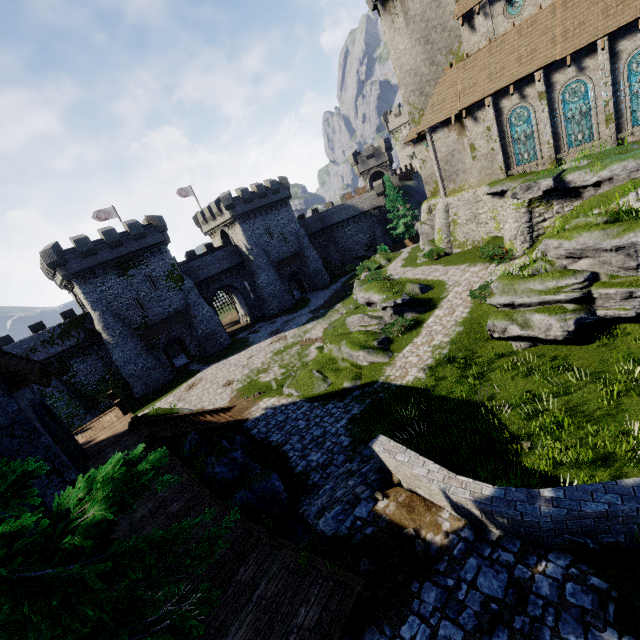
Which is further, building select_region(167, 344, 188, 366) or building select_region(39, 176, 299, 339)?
building select_region(167, 344, 188, 366)

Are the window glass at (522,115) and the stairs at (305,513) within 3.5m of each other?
no

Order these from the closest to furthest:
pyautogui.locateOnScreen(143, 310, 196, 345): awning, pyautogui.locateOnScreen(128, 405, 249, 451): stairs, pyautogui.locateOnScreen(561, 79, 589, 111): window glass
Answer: pyautogui.locateOnScreen(128, 405, 249, 451): stairs, pyautogui.locateOnScreen(561, 79, 589, 111): window glass, pyautogui.locateOnScreen(143, 310, 196, 345): awning

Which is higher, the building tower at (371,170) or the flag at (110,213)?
the flag at (110,213)

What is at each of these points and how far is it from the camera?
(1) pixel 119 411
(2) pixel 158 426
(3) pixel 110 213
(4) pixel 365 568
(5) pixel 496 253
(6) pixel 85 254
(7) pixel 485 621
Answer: (1) walkway, 19.9m
(2) stairs, 16.3m
(3) flag, 41.2m
(4) instancedfoliageactor, 5.9m
(5) bush, 20.8m
(6) building, 31.5m
(7) instancedfoliageactor, 4.7m

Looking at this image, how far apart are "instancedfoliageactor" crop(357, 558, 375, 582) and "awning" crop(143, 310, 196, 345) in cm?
3438

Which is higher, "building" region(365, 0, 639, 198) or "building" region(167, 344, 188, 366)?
"building" region(365, 0, 639, 198)

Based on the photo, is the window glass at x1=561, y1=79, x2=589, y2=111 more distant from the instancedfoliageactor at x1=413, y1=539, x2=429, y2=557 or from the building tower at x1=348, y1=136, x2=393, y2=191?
the building tower at x1=348, y1=136, x2=393, y2=191
